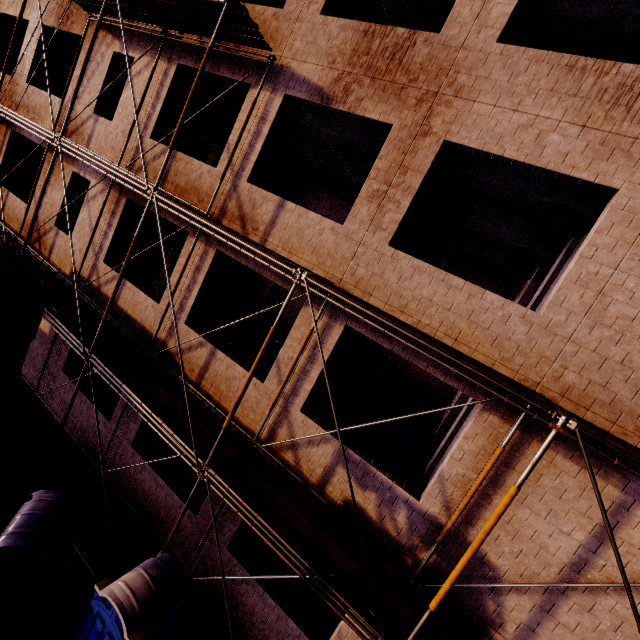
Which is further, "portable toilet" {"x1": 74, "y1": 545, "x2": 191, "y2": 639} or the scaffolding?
"portable toilet" {"x1": 74, "y1": 545, "x2": 191, "y2": 639}

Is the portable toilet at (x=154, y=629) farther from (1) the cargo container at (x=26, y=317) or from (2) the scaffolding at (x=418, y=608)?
(1) the cargo container at (x=26, y=317)

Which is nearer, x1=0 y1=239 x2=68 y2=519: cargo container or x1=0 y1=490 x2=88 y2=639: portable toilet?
x1=0 y1=490 x2=88 y2=639: portable toilet

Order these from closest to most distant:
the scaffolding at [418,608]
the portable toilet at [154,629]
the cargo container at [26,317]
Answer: the scaffolding at [418,608], the portable toilet at [154,629], the cargo container at [26,317]

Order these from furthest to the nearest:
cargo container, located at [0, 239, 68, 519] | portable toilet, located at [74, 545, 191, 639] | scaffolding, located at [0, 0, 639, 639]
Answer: cargo container, located at [0, 239, 68, 519]
portable toilet, located at [74, 545, 191, 639]
scaffolding, located at [0, 0, 639, 639]

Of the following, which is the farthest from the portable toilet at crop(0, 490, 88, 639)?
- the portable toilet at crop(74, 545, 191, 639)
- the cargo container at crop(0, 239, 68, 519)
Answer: the portable toilet at crop(74, 545, 191, 639)

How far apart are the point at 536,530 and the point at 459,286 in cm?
423

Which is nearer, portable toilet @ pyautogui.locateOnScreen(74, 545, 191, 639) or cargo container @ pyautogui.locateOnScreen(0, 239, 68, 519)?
portable toilet @ pyautogui.locateOnScreen(74, 545, 191, 639)
